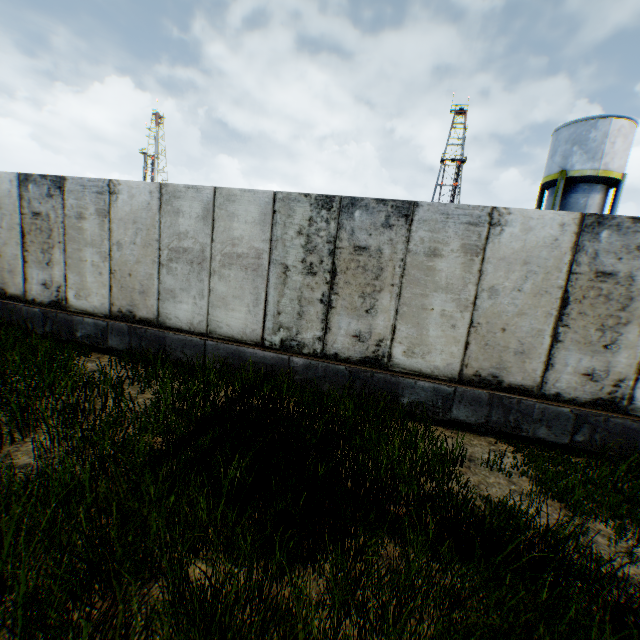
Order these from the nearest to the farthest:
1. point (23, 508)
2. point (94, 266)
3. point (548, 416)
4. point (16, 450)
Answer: point (23, 508)
point (16, 450)
point (548, 416)
point (94, 266)
